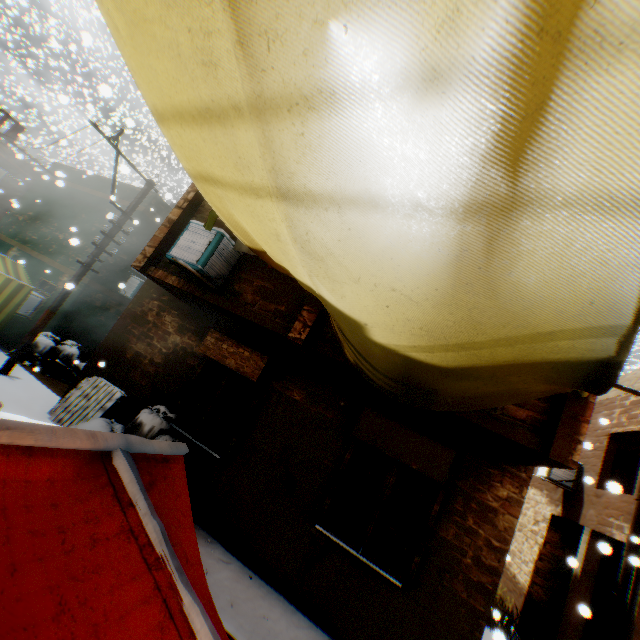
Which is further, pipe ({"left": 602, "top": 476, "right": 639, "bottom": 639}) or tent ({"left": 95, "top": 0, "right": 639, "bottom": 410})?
pipe ({"left": 602, "top": 476, "right": 639, "bottom": 639})

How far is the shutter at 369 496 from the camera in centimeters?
530cm

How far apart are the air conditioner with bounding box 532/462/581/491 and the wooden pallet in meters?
11.2

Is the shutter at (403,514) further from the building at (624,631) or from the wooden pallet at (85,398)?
the wooden pallet at (85,398)

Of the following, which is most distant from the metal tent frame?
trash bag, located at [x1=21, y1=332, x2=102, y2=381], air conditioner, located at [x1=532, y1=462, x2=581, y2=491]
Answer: air conditioner, located at [x1=532, y1=462, x2=581, y2=491]

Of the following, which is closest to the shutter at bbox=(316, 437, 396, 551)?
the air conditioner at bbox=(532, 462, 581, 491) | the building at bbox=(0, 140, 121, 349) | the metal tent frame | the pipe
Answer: the building at bbox=(0, 140, 121, 349)

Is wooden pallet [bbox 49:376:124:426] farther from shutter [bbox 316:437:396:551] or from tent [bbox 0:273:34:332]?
shutter [bbox 316:437:396:551]

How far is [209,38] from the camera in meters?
1.3 m
